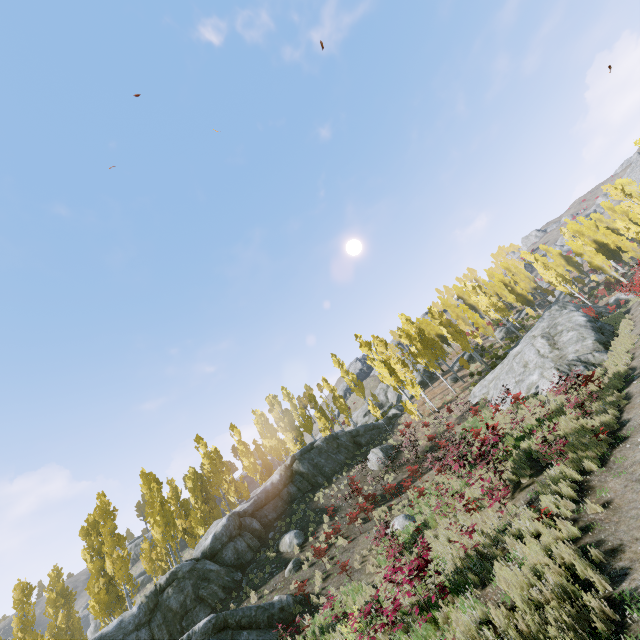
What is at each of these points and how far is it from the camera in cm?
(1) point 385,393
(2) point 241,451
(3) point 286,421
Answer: (1) rock, 5156
(2) instancedfoliageactor, 3647
(3) instancedfoliageactor, 4547

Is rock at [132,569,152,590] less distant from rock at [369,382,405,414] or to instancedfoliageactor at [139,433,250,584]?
instancedfoliageactor at [139,433,250,584]

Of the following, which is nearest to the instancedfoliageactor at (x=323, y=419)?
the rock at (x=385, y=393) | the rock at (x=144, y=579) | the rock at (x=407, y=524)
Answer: the rock at (x=385, y=393)

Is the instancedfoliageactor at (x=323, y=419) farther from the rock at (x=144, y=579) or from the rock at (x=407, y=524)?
the rock at (x=144, y=579)

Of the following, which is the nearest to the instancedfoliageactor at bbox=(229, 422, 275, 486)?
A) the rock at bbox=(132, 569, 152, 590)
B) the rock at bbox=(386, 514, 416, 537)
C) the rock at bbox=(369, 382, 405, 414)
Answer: the rock at bbox=(369, 382, 405, 414)

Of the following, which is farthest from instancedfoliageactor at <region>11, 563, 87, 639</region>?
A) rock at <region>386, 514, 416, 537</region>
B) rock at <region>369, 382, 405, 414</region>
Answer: rock at <region>386, 514, 416, 537</region>

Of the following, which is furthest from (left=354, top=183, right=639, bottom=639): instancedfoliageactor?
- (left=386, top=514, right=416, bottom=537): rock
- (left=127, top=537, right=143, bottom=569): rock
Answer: (left=127, top=537, right=143, bottom=569): rock

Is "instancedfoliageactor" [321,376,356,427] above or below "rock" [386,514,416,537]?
above
